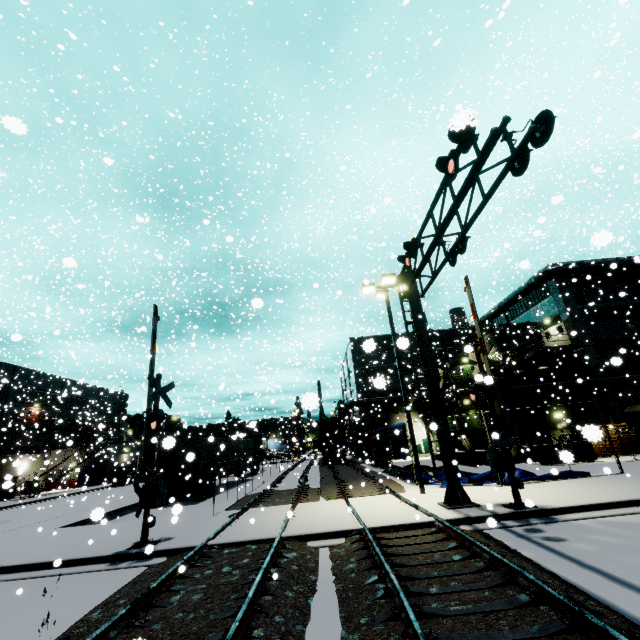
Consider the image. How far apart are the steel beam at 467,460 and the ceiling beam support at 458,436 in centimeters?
47cm

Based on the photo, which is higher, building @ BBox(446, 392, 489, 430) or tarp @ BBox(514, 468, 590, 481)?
building @ BBox(446, 392, 489, 430)

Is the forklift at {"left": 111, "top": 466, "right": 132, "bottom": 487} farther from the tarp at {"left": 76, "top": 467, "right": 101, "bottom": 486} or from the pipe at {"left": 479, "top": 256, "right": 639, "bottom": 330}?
the pipe at {"left": 479, "top": 256, "right": 639, "bottom": 330}

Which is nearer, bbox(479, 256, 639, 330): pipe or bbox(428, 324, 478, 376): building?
bbox(479, 256, 639, 330): pipe

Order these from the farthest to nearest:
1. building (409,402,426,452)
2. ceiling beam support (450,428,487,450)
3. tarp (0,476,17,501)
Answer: building (409,402,426,452)
ceiling beam support (450,428,487,450)
tarp (0,476,17,501)

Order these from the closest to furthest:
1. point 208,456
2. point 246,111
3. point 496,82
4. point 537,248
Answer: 1. point 496,82
2. point 537,248
3. point 208,456
4. point 246,111

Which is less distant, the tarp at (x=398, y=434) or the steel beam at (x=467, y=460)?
the tarp at (x=398, y=434)

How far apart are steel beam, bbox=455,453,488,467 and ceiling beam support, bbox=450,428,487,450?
0.47m
